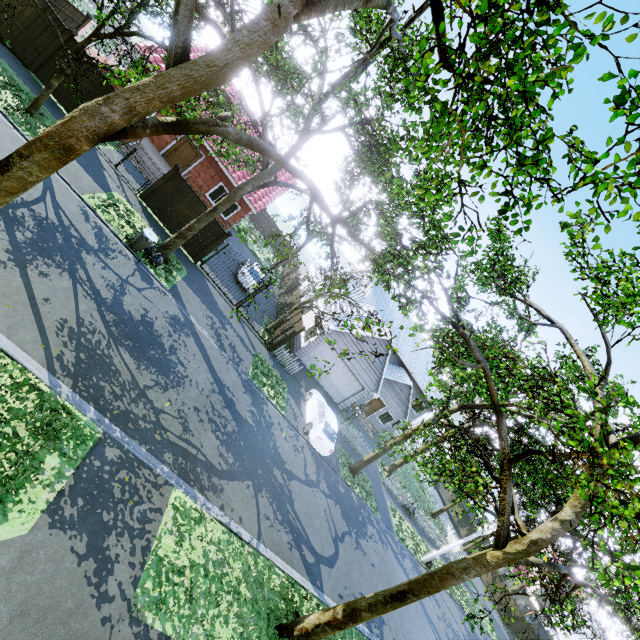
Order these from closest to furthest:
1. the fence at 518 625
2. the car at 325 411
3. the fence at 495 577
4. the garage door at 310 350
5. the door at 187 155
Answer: the car at 325 411 < the door at 187 155 < the garage door at 310 350 < the fence at 518 625 < the fence at 495 577

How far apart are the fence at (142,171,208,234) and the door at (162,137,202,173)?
5.46m

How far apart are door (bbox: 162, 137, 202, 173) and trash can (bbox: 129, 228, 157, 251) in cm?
945

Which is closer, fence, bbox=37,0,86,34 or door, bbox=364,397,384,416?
fence, bbox=37,0,86,34

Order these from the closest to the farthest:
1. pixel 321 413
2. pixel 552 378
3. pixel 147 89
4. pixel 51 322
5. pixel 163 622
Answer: pixel 147 89 → pixel 163 622 → pixel 51 322 → pixel 552 378 → pixel 321 413

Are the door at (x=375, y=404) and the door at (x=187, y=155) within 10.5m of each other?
no

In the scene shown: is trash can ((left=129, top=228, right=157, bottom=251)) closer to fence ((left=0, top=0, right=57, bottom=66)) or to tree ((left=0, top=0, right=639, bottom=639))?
tree ((left=0, top=0, right=639, bottom=639))

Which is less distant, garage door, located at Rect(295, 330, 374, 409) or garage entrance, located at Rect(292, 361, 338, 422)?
garage entrance, located at Rect(292, 361, 338, 422)
